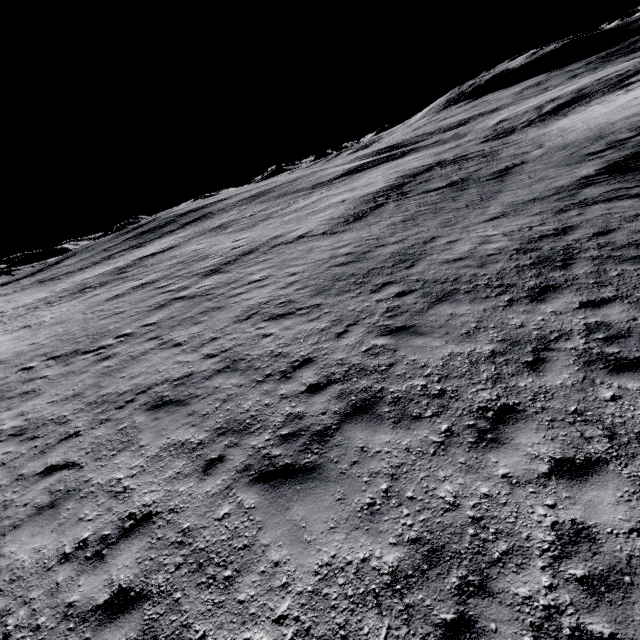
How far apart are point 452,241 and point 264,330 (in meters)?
7.49
